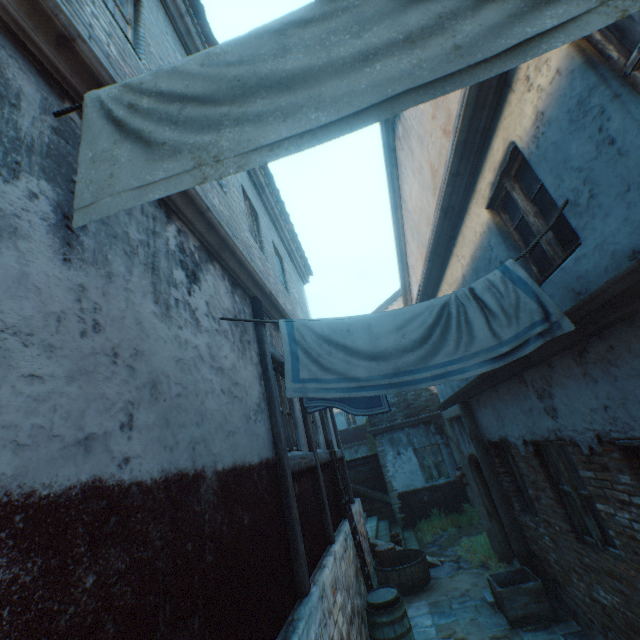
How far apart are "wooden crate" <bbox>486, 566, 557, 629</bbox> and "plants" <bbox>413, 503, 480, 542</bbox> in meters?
5.2

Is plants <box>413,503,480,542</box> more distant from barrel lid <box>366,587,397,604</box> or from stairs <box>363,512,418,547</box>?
barrel lid <box>366,587,397,604</box>

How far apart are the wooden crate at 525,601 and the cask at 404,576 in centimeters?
195cm

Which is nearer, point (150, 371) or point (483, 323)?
point (150, 371)

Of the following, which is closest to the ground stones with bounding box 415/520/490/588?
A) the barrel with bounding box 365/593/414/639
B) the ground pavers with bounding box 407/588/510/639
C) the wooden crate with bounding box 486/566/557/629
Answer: the ground pavers with bounding box 407/588/510/639

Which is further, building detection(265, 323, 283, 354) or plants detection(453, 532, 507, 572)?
plants detection(453, 532, 507, 572)

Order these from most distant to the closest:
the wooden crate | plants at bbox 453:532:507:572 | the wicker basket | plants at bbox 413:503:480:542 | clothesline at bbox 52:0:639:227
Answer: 1. plants at bbox 413:503:480:542
2. the wicker basket
3. plants at bbox 453:532:507:572
4. the wooden crate
5. clothesline at bbox 52:0:639:227

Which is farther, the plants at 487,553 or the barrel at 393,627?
the plants at 487,553
